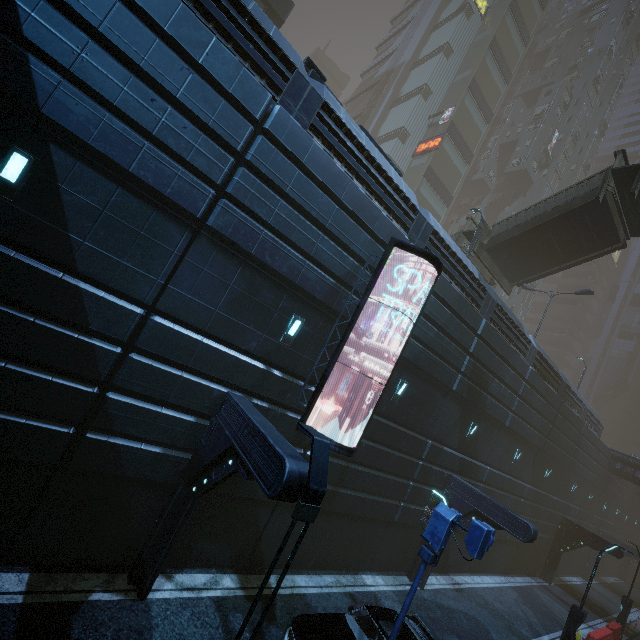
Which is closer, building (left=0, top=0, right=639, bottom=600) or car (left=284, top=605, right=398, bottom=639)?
building (left=0, top=0, right=639, bottom=600)

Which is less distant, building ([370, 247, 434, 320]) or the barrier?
building ([370, 247, 434, 320])

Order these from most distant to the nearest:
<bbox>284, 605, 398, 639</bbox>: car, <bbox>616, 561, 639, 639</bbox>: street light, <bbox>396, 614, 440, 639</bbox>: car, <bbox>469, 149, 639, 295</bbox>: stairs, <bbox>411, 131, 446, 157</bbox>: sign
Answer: <bbox>411, 131, 446, 157</bbox>: sign < <bbox>616, 561, 639, 639</bbox>: street light < <bbox>469, 149, 639, 295</bbox>: stairs < <bbox>396, 614, 440, 639</bbox>: car < <bbox>284, 605, 398, 639</bbox>: car

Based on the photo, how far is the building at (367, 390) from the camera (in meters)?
10.36

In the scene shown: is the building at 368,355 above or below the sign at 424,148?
below

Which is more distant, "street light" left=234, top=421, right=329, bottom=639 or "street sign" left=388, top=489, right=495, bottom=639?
"street sign" left=388, top=489, right=495, bottom=639

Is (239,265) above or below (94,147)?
below

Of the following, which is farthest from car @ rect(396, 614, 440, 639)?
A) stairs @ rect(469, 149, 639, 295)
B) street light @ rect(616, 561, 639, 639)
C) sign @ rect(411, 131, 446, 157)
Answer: sign @ rect(411, 131, 446, 157)
